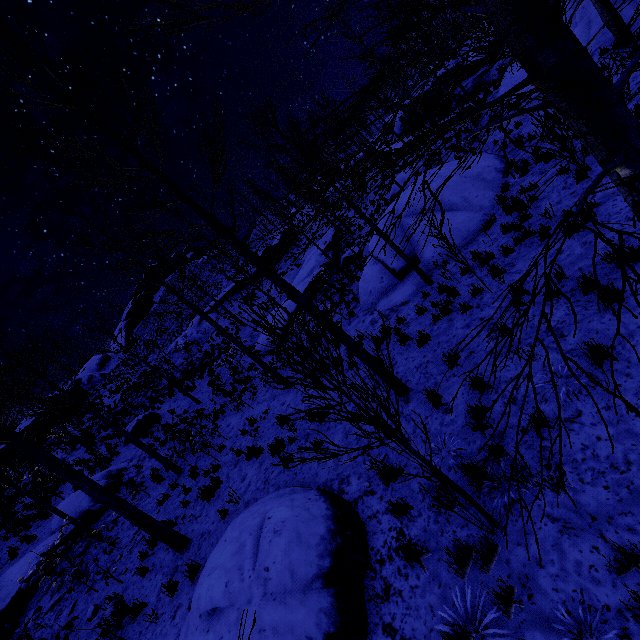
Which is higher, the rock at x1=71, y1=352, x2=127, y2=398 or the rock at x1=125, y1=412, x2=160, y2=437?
the rock at x1=71, y1=352, x2=127, y2=398

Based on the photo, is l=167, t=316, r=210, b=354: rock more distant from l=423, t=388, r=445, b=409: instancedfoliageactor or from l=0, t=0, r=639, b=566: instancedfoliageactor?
l=423, t=388, r=445, b=409: instancedfoliageactor

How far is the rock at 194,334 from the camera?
28.1m

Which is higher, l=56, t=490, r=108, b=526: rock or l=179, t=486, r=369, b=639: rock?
l=56, t=490, r=108, b=526: rock

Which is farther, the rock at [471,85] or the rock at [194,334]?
the rock at [194,334]

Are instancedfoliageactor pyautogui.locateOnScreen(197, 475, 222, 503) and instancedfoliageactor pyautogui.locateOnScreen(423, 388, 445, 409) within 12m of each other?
yes

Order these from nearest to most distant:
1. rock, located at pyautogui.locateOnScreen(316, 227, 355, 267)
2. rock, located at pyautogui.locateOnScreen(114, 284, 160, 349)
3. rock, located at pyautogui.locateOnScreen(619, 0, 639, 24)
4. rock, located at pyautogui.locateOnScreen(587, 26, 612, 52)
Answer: rock, located at pyautogui.locateOnScreen(619, 0, 639, 24), rock, located at pyautogui.locateOnScreen(587, 26, 612, 52), rock, located at pyautogui.locateOnScreen(316, 227, 355, 267), rock, located at pyautogui.locateOnScreen(114, 284, 160, 349)

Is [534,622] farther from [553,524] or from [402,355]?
[402,355]
